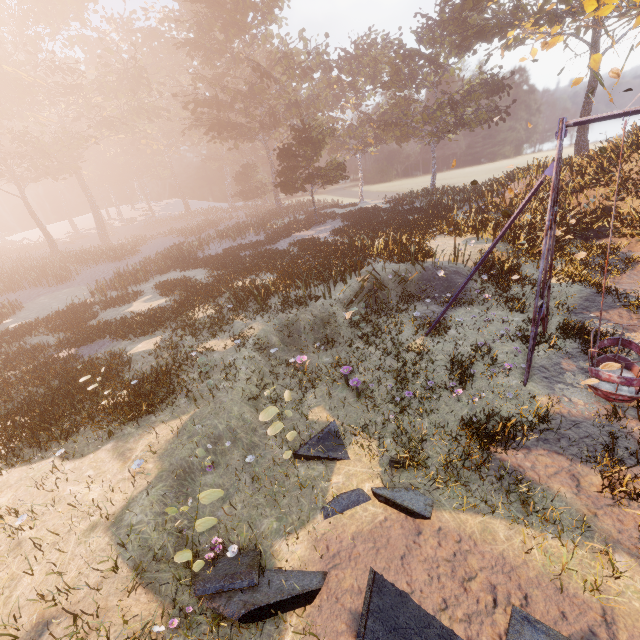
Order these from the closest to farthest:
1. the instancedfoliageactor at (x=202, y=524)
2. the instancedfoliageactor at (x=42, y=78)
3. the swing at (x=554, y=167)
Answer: the instancedfoliageactor at (x=202, y=524) → the swing at (x=554, y=167) → the instancedfoliageactor at (x=42, y=78)

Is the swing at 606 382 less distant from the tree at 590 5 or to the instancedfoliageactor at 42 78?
the tree at 590 5

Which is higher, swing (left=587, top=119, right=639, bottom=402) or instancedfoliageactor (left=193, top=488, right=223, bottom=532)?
instancedfoliageactor (left=193, top=488, right=223, bottom=532)

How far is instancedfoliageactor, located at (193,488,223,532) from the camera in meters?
5.4

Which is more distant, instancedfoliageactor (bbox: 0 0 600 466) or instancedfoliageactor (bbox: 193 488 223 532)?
instancedfoliageactor (bbox: 0 0 600 466)

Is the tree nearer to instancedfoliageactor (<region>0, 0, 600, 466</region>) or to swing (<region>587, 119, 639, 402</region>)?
swing (<region>587, 119, 639, 402</region>)

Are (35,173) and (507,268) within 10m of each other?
no

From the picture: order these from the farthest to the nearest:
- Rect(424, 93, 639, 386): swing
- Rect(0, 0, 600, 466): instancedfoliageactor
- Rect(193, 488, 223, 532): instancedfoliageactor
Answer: Rect(0, 0, 600, 466): instancedfoliageactor < Rect(424, 93, 639, 386): swing < Rect(193, 488, 223, 532): instancedfoliageactor
